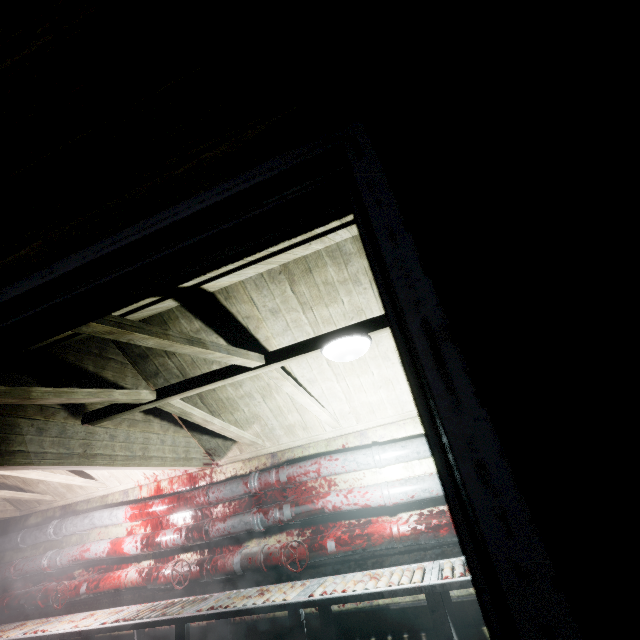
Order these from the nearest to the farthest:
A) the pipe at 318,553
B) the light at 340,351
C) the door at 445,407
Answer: the door at 445,407
the light at 340,351
the pipe at 318,553

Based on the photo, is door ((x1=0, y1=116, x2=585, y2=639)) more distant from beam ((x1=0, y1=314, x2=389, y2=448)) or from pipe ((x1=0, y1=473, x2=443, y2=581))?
pipe ((x1=0, y1=473, x2=443, y2=581))

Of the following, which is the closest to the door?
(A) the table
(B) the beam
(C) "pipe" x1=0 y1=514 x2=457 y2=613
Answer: (B) the beam

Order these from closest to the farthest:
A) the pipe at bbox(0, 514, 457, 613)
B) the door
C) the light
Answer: the door
the light
the pipe at bbox(0, 514, 457, 613)

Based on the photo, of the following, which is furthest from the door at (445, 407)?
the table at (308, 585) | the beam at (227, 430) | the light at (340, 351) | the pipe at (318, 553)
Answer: the pipe at (318, 553)

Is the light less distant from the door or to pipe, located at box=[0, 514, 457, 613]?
the door

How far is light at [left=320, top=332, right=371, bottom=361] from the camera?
1.91m

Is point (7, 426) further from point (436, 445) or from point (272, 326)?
point (436, 445)
